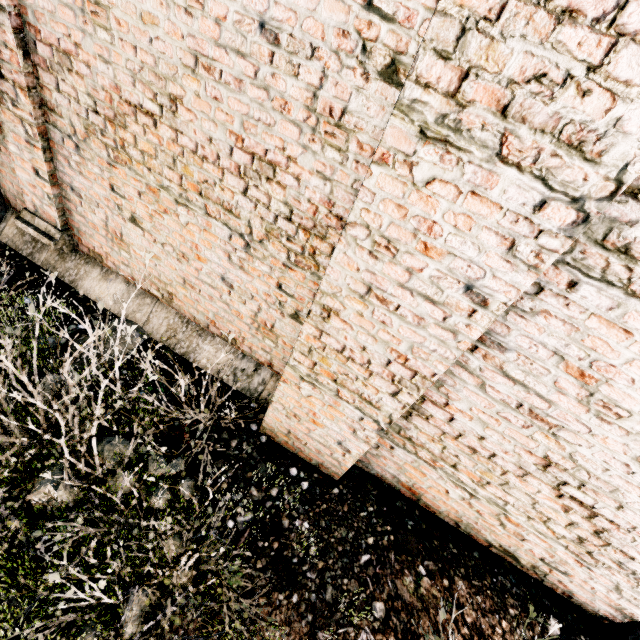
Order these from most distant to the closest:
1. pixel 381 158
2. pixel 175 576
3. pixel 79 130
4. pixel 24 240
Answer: pixel 24 240, pixel 79 130, pixel 175 576, pixel 381 158
